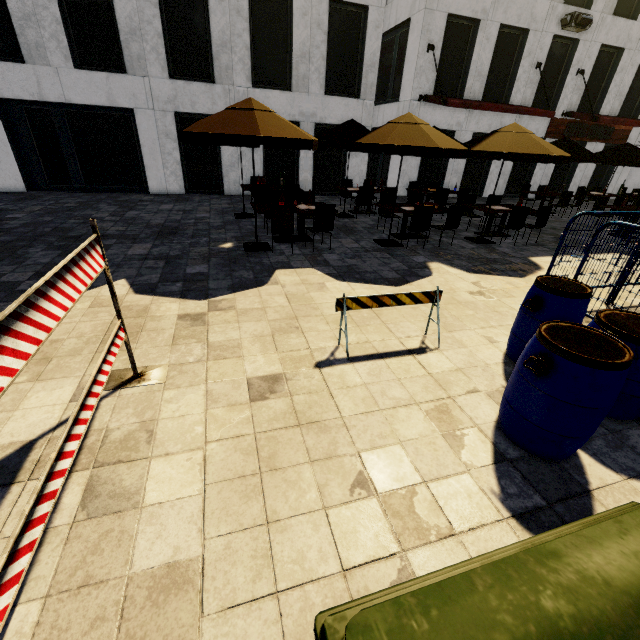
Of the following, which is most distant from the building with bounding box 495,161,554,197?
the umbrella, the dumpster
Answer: the dumpster

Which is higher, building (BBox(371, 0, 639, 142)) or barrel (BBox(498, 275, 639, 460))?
building (BBox(371, 0, 639, 142))

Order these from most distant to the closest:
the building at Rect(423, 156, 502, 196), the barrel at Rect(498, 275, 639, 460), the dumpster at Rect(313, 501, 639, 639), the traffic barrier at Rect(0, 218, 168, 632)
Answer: the building at Rect(423, 156, 502, 196) < the barrel at Rect(498, 275, 639, 460) < the traffic barrier at Rect(0, 218, 168, 632) < the dumpster at Rect(313, 501, 639, 639)

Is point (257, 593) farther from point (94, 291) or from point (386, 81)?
point (386, 81)

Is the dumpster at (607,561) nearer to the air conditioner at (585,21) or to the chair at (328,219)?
the chair at (328,219)

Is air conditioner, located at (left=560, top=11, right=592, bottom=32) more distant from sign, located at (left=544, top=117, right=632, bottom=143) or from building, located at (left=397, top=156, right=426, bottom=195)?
sign, located at (left=544, top=117, right=632, bottom=143)

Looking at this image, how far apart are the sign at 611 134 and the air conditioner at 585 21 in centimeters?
317cm

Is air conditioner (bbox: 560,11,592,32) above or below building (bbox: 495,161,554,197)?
above
